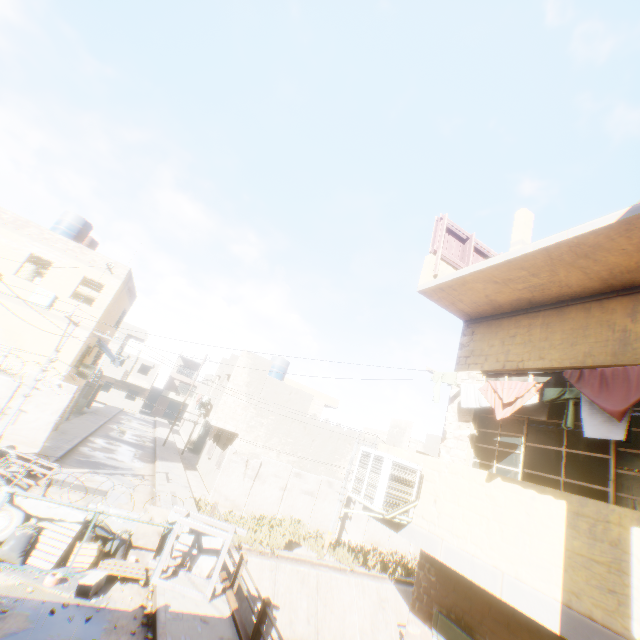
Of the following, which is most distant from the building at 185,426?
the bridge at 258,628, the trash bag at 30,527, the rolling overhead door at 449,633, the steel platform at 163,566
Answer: the trash bag at 30,527

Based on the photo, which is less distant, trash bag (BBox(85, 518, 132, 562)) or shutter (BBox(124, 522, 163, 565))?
trash bag (BBox(85, 518, 132, 562))

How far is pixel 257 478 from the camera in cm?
1814

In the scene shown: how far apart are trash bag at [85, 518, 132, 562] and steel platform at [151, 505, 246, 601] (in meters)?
0.66

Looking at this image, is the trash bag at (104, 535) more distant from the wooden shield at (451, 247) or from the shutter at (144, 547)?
Result: the wooden shield at (451, 247)

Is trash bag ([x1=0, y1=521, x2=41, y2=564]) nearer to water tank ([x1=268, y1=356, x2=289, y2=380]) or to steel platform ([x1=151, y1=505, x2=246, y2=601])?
steel platform ([x1=151, y1=505, x2=246, y2=601])

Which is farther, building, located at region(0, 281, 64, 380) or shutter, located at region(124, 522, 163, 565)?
building, located at region(0, 281, 64, 380)

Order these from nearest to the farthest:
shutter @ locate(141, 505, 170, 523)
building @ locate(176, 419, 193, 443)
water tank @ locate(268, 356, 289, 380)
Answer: shutter @ locate(141, 505, 170, 523), water tank @ locate(268, 356, 289, 380), building @ locate(176, 419, 193, 443)
